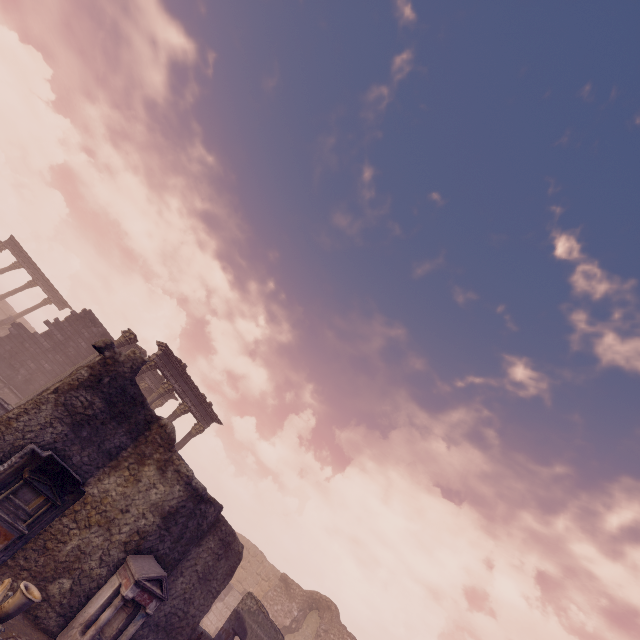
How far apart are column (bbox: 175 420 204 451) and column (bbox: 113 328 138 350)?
6.1m

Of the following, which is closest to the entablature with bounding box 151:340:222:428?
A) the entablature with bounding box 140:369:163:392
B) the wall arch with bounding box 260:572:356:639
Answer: the entablature with bounding box 140:369:163:392

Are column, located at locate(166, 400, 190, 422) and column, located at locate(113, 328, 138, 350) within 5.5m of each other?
yes

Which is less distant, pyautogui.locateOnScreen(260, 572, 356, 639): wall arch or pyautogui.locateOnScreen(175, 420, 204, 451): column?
pyautogui.locateOnScreen(175, 420, 204, 451): column

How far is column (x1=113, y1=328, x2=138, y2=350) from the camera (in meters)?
16.28

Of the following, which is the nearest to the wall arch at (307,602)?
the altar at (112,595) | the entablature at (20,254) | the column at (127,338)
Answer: the altar at (112,595)

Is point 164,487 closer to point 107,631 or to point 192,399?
point 107,631

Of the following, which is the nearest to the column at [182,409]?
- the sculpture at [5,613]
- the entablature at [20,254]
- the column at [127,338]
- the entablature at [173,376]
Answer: the entablature at [173,376]
